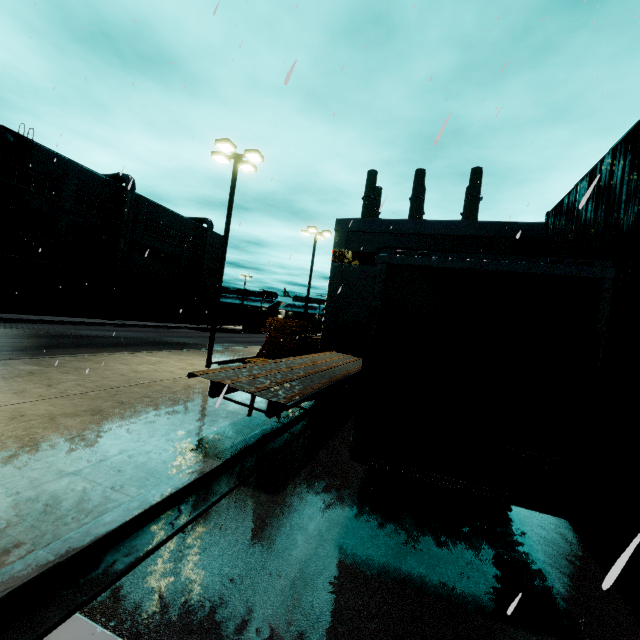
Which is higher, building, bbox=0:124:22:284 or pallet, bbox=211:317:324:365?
building, bbox=0:124:22:284

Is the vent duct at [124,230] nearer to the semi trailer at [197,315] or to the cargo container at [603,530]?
the semi trailer at [197,315]

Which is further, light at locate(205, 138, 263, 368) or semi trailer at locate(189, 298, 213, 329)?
semi trailer at locate(189, 298, 213, 329)

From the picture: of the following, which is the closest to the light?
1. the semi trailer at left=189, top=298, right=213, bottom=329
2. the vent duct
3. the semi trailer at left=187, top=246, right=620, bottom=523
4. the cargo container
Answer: the semi trailer at left=187, top=246, right=620, bottom=523

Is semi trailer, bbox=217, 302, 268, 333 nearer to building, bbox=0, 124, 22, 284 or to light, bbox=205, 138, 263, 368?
building, bbox=0, 124, 22, 284

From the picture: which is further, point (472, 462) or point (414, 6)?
point (414, 6)

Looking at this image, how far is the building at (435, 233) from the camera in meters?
21.0

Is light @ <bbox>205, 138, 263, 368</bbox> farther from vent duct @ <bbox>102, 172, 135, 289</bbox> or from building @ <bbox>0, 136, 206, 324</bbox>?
vent duct @ <bbox>102, 172, 135, 289</bbox>
